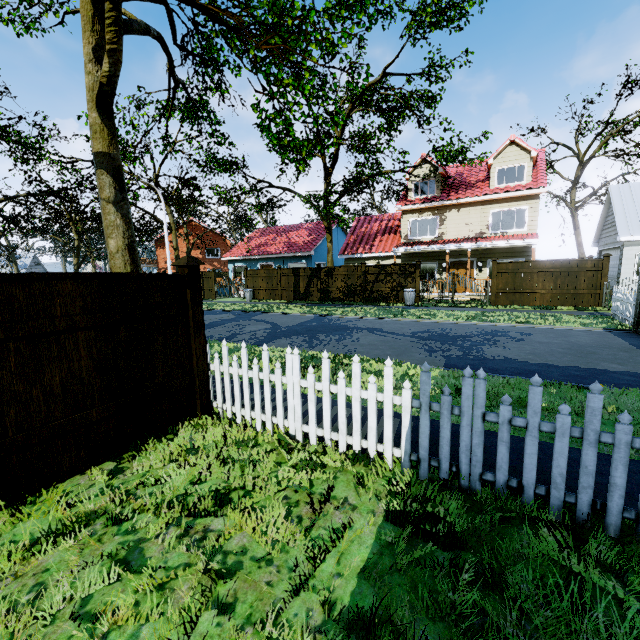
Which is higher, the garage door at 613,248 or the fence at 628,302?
the garage door at 613,248

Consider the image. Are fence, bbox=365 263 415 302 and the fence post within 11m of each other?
no

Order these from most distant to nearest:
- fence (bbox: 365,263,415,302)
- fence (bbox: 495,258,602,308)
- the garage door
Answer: A: fence (bbox: 365,263,415,302) < the garage door < fence (bbox: 495,258,602,308)

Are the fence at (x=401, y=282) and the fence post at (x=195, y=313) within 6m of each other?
no

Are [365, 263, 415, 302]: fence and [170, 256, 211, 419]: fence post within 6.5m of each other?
no

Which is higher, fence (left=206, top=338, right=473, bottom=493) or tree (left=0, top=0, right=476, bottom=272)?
tree (left=0, top=0, right=476, bottom=272)

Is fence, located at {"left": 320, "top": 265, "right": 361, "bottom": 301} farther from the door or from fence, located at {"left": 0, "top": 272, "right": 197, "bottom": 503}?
the door

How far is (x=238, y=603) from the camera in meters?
2.0 m
